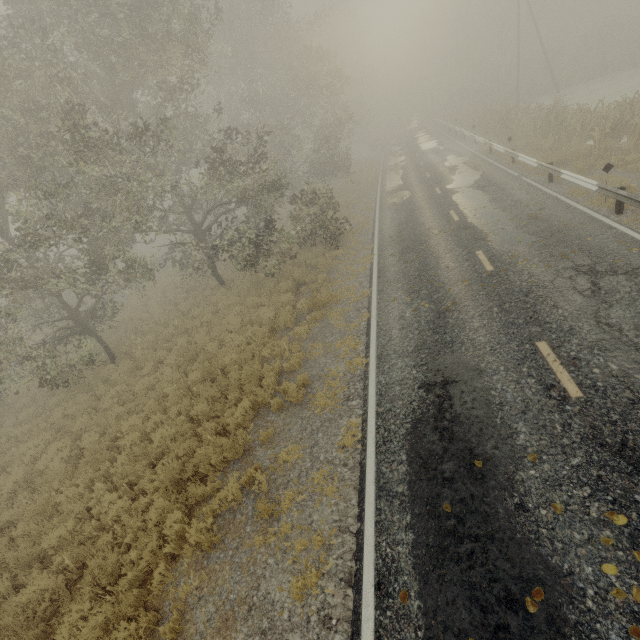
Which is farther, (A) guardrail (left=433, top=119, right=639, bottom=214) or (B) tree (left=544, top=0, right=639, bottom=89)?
(B) tree (left=544, top=0, right=639, bottom=89)

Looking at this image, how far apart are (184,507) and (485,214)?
14.31m

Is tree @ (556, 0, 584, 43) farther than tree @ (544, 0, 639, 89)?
Yes

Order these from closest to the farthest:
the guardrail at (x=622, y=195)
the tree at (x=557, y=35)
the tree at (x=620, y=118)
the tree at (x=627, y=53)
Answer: the guardrail at (x=622, y=195), the tree at (x=620, y=118), the tree at (x=627, y=53), the tree at (x=557, y=35)

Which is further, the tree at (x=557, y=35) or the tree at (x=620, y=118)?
the tree at (x=557, y=35)

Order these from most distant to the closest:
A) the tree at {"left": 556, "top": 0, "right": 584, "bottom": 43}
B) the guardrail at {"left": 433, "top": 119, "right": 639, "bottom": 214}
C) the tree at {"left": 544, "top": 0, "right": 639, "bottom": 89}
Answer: the tree at {"left": 556, "top": 0, "right": 584, "bottom": 43}, the tree at {"left": 544, "top": 0, "right": 639, "bottom": 89}, the guardrail at {"left": 433, "top": 119, "right": 639, "bottom": 214}

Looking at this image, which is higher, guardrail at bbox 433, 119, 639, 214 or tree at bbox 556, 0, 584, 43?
tree at bbox 556, 0, 584, 43
